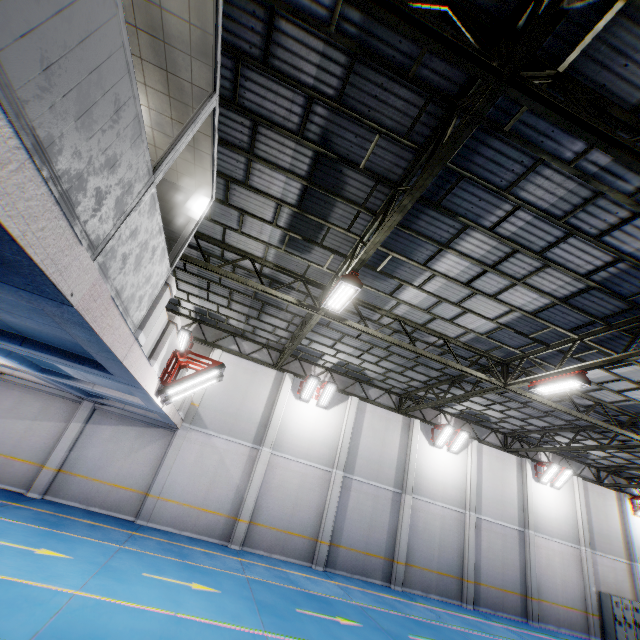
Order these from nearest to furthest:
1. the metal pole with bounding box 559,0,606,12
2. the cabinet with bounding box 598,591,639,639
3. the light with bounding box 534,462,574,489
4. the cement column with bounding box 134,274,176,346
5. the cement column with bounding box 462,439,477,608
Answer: the metal pole with bounding box 559,0,606,12 < the cement column with bounding box 134,274,176,346 < the cement column with bounding box 462,439,477,608 < the cabinet with bounding box 598,591,639,639 < the light with bounding box 534,462,574,489

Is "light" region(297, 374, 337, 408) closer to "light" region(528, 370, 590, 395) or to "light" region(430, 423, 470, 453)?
"light" region(430, 423, 470, 453)

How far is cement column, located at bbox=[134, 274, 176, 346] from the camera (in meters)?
4.88

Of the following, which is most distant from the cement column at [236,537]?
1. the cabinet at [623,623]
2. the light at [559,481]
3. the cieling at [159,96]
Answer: the cabinet at [623,623]

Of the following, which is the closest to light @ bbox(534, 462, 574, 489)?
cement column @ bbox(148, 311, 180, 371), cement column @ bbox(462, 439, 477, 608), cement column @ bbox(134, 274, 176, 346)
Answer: cement column @ bbox(462, 439, 477, 608)

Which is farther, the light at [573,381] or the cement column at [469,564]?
the cement column at [469,564]

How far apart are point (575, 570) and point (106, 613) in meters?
24.0 m

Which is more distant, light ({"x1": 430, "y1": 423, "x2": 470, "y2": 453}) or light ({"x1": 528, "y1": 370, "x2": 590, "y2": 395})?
light ({"x1": 430, "y1": 423, "x2": 470, "y2": 453})
